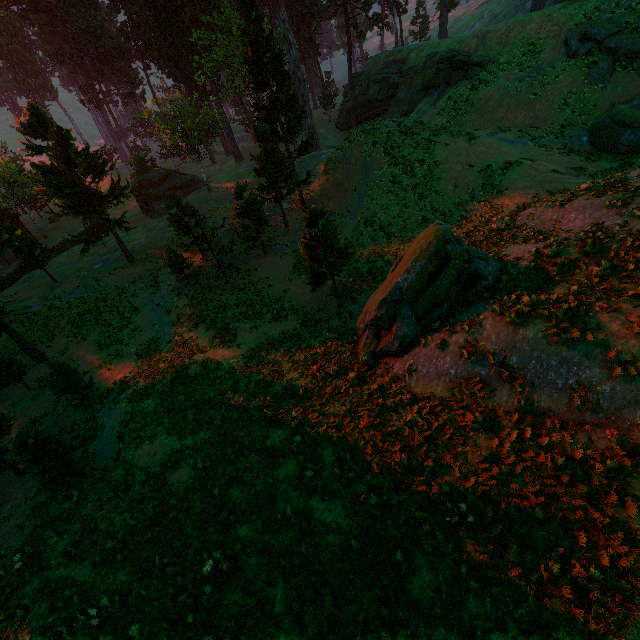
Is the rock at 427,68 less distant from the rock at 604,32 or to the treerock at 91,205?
the treerock at 91,205

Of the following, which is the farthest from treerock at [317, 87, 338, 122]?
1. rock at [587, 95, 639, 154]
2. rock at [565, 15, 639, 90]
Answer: rock at [587, 95, 639, 154]

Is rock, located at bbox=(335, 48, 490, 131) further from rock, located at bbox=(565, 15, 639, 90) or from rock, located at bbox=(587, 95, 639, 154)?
rock, located at bbox=(587, 95, 639, 154)

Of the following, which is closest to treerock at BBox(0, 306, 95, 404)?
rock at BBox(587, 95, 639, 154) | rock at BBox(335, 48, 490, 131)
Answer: rock at BBox(335, 48, 490, 131)

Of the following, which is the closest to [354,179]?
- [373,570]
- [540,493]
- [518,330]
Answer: [518,330]

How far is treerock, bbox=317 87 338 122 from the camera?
54.75m

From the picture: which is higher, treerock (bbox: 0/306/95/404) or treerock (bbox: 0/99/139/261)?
treerock (bbox: 0/99/139/261)

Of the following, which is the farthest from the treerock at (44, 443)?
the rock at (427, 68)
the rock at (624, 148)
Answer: the rock at (624, 148)
